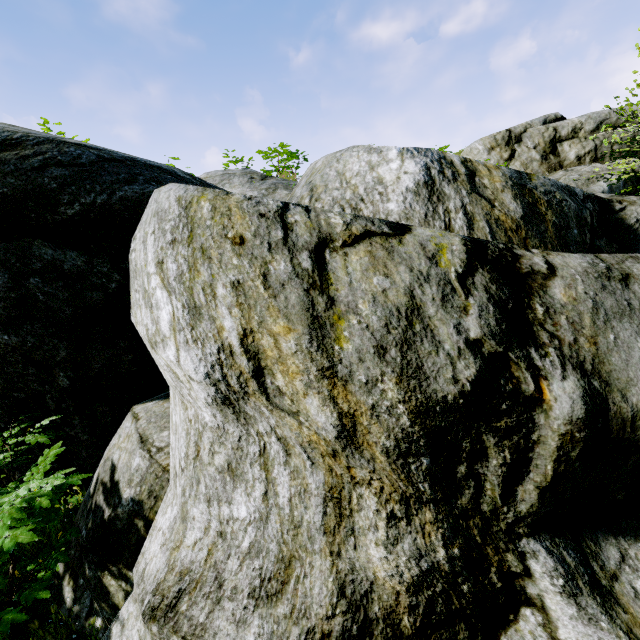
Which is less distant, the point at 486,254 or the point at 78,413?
the point at 486,254
